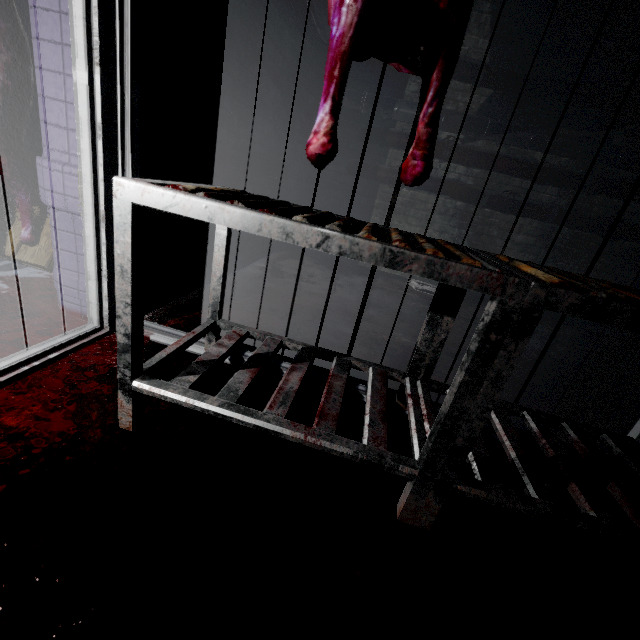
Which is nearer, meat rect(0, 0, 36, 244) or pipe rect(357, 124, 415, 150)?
meat rect(0, 0, 36, 244)

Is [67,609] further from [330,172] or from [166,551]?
[330,172]

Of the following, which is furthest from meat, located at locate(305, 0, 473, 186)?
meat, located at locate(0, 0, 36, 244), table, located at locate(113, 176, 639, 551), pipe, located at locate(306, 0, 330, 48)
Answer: meat, located at locate(0, 0, 36, 244)

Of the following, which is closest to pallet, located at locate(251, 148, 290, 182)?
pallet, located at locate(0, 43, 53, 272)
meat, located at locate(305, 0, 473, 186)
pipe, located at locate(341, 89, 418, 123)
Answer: pallet, located at locate(0, 43, 53, 272)

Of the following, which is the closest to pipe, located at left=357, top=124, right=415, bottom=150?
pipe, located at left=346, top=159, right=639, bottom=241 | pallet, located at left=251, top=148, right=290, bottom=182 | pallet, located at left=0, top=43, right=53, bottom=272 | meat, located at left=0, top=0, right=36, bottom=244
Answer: pipe, located at left=346, top=159, right=639, bottom=241

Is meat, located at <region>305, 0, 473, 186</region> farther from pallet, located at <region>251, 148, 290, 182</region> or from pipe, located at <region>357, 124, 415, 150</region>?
pipe, located at <region>357, 124, 415, 150</region>

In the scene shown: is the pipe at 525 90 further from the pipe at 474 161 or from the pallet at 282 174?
the pallet at 282 174

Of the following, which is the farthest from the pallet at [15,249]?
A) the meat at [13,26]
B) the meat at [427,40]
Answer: the meat at [427,40]
